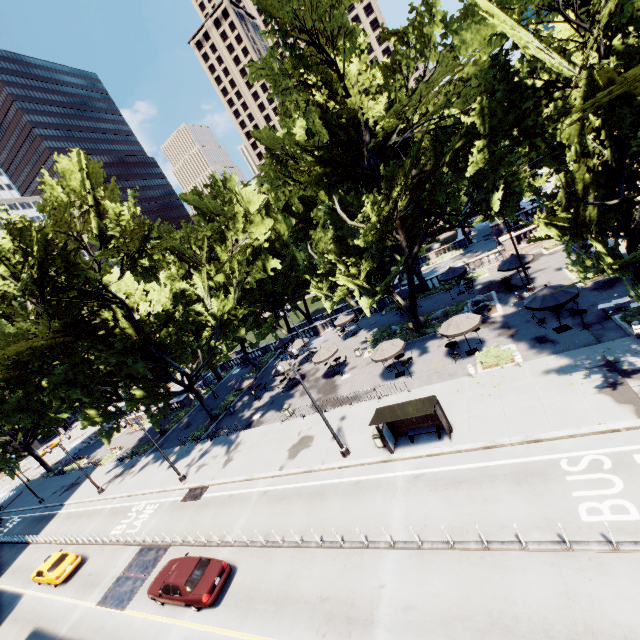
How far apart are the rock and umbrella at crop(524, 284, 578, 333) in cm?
540

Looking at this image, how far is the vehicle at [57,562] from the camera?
22.4 meters

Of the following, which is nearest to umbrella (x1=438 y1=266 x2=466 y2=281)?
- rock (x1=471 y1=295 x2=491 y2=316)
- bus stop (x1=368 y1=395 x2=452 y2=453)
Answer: rock (x1=471 y1=295 x2=491 y2=316)

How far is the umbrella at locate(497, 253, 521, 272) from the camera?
25.66m

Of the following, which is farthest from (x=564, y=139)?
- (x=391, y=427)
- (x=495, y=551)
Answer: (x=495, y=551)

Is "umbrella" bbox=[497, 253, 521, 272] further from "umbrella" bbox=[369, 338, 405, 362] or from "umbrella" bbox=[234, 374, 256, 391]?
"umbrella" bbox=[234, 374, 256, 391]

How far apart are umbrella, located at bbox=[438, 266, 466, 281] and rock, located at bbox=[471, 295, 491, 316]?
4.98m

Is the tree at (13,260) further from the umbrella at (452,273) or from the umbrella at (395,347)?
the umbrella at (452,273)
